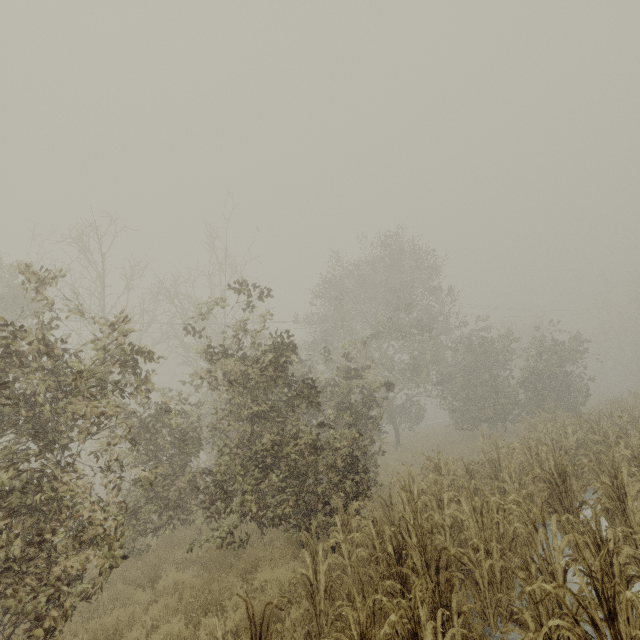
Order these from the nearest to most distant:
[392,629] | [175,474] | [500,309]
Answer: [392,629] < [175,474] < [500,309]
